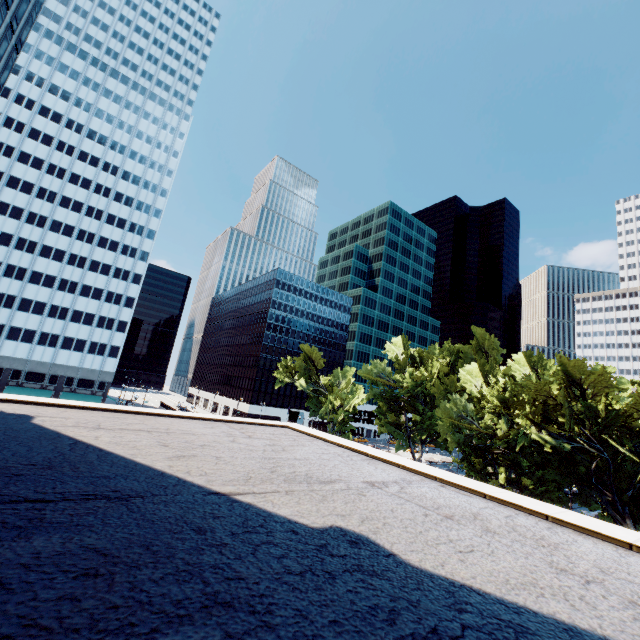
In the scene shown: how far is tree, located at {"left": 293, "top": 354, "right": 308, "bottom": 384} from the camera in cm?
5840

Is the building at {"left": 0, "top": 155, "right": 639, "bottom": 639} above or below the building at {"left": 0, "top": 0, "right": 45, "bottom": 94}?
below

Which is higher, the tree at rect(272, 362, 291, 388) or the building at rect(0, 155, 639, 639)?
the tree at rect(272, 362, 291, 388)

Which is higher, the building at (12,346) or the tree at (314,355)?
the tree at (314,355)

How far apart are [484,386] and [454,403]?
6.0m

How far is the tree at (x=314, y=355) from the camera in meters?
58.5

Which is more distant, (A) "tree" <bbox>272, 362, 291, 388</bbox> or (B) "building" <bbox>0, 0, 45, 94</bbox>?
(A) "tree" <bbox>272, 362, 291, 388</bbox>
